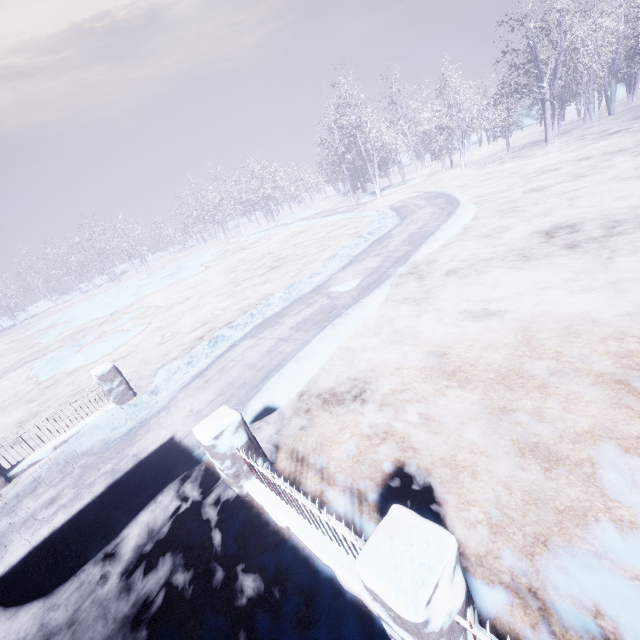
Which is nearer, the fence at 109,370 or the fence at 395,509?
the fence at 395,509

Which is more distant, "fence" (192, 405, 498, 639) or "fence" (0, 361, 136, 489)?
"fence" (0, 361, 136, 489)

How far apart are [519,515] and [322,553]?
1.61m
